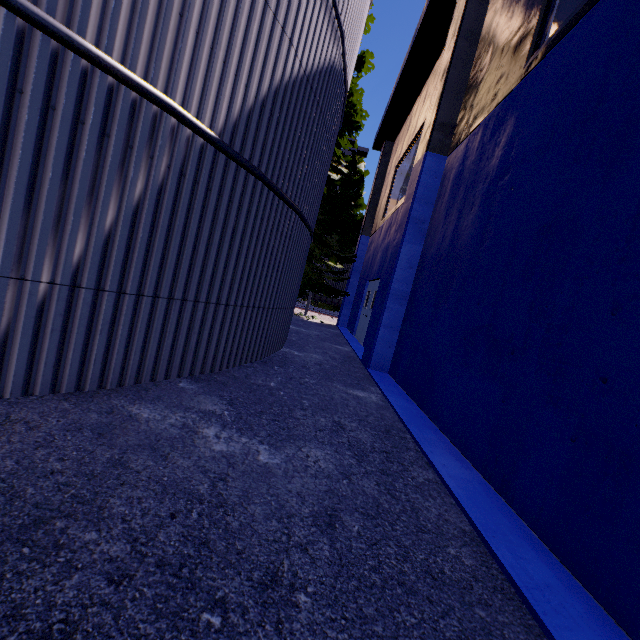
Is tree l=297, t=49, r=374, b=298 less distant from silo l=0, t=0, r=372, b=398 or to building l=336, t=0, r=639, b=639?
silo l=0, t=0, r=372, b=398

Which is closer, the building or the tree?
the building

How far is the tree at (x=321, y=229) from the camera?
13.7m

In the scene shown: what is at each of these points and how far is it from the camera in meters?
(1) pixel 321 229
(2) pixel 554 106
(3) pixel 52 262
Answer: (1) tree, 14.5 m
(2) building, 3.6 m
(3) silo, 2.6 m

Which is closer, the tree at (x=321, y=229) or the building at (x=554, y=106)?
the building at (x=554, y=106)

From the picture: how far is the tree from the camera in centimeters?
1371cm

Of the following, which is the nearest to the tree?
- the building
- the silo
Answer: the silo

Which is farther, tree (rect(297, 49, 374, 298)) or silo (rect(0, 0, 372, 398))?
tree (rect(297, 49, 374, 298))
